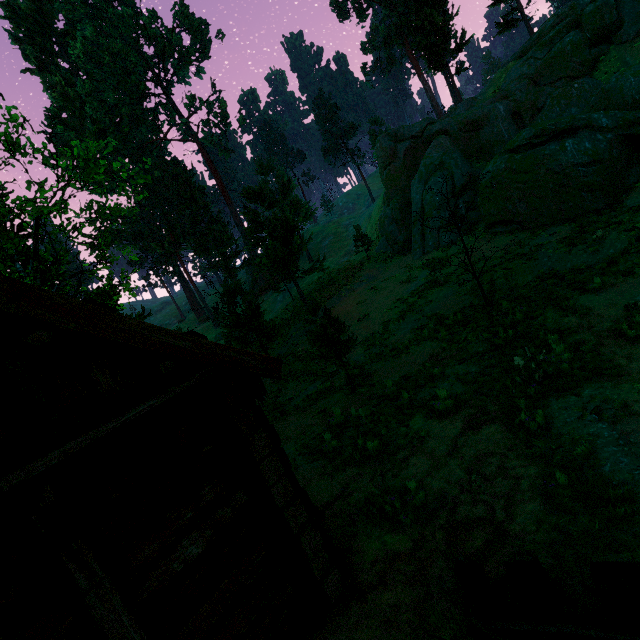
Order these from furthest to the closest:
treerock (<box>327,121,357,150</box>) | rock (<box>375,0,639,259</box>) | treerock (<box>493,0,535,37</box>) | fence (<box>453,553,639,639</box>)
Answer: treerock (<box>327,121,357,150</box>), treerock (<box>493,0,535,37</box>), rock (<box>375,0,639,259</box>), fence (<box>453,553,639,639</box>)

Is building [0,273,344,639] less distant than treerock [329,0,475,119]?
Yes

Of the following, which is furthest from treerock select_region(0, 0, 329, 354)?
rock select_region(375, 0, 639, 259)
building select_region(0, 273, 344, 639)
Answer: rock select_region(375, 0, 639, 259)

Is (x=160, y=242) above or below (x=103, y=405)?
above

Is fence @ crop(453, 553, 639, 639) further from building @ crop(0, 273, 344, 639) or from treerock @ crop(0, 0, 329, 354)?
building @ crop(0, 273, 344, 639)

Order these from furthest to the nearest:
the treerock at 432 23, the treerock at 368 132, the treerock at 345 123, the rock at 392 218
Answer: the treerock at 345 123 < the treerock at 368 132 < the treerock at 432 23 < the rock at 392 218

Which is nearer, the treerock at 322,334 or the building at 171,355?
the building at 171,355

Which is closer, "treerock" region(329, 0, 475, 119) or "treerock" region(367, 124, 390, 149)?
"treerock" region(329, 0, 475, 119)
